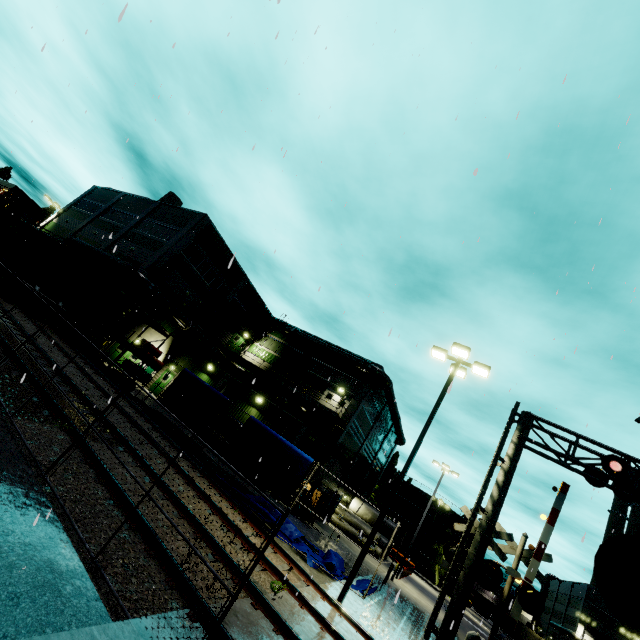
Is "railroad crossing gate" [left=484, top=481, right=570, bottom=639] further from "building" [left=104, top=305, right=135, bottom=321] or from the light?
"building" [left=104, top=305, right=135, bottom=321]

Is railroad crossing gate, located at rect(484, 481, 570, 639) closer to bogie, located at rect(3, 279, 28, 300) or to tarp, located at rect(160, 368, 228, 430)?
tarp, located at rect(160, 368, 228, 430)

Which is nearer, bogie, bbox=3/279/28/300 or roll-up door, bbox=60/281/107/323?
bogie, bbox=3/279/28/300

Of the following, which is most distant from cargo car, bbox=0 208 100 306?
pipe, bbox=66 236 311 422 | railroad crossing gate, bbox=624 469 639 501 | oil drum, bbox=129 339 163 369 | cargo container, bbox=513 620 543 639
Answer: cargo container, bbox=513 620 543 639

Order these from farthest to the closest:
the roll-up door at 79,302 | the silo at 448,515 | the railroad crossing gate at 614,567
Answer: the silo at 448,515 → the roll-up door at 79,302 → the railroad crossing gate at 614,567

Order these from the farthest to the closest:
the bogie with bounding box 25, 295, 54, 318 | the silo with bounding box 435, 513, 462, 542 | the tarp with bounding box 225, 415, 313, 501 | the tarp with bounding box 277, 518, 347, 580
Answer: the silo with bounding box 435, 513, 462, 542, the bogie with bounding box 25, 295, 54, 318, the tarp with bounding box 225, 415, 313, 501, the tarp with bounding box 277, 518, 347, 580

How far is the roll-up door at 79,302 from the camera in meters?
26.2 m

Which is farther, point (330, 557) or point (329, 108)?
point (330, 557)
